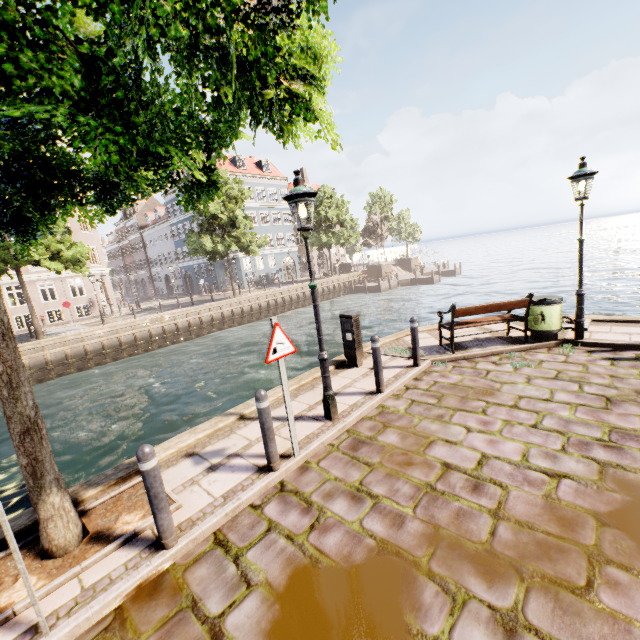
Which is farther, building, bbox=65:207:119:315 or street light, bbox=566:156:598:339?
building, bbox=65:207:119:315

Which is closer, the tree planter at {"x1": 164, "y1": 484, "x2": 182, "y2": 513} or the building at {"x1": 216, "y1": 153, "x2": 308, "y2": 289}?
the tree planter at {"x1": 164, "y1": 484, "x2": 182, "y2": 513}

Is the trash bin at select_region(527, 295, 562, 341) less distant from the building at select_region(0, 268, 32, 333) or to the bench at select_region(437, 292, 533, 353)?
the bench at select_region(437, 292, 533, 353)

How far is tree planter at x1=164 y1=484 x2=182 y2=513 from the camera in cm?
372

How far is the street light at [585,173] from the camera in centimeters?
650cm

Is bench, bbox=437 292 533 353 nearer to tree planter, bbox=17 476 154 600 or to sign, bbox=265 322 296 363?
sign, bbox=265 322 296 363

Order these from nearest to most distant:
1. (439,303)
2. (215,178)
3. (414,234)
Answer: (215,178) < (439,303) < (414,234)

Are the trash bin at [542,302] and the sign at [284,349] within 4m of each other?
no
